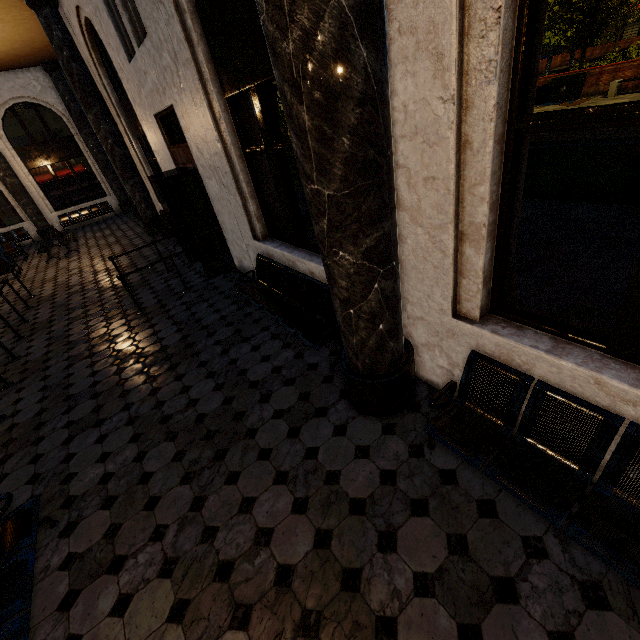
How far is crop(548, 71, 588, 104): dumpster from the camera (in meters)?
15.98

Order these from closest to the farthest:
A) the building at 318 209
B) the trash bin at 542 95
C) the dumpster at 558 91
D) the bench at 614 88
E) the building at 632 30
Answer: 1. the building at 318 209
2. the bench at 614 88
3. the dumpster at 558 91
4. the trash bin at 542 95
5. the building at 632 30

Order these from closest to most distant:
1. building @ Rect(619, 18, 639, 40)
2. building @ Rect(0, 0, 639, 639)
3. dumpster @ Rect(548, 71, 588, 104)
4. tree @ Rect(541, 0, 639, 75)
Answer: building @ Rect(0, 0, 639, 639) < tree @ Rect(541, 0, 639, 75) < dumpster @ Rect(548, 71, 588, 104) < building @ Rect(619, 18, 639, 40)

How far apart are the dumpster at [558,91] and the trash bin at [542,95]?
0.15m

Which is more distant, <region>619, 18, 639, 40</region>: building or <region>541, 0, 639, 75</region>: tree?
<region>619, 18, 639, 40</region>: building

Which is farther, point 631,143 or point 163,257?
point 163,257

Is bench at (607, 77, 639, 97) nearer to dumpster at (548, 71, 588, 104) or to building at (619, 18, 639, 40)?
dumpster at (548, 71, 588, 104)

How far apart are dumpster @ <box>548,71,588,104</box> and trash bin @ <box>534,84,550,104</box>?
0.2m
